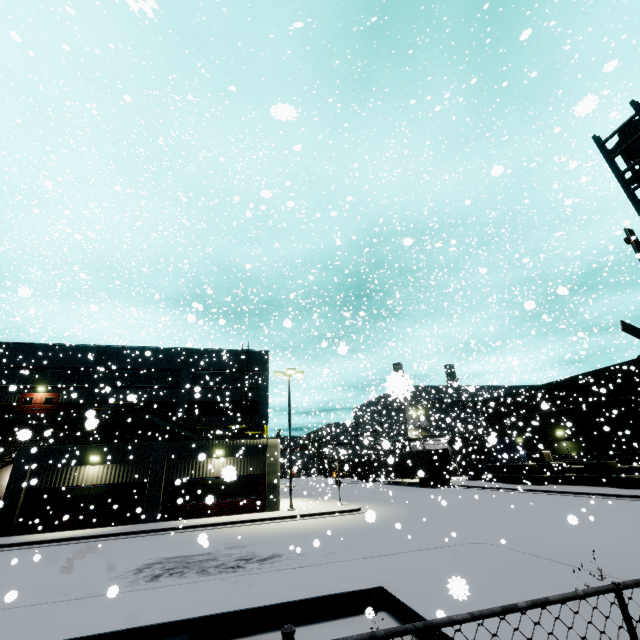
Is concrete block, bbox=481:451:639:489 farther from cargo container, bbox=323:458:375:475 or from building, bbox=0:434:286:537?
cargo container, bbox=323:458:375:475

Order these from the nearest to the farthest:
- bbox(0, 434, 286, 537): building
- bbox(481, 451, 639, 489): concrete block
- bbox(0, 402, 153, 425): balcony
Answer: bbox(0, 434, 286, 537): building
bbox(481, 451, 639, 489): concrete block
bbox(0, 402, 153, 425): balcony

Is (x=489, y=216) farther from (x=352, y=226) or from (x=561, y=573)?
(x=561, y=573)

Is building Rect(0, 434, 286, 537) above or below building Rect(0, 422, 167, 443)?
below

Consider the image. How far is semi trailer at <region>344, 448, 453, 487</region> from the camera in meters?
36.0 m

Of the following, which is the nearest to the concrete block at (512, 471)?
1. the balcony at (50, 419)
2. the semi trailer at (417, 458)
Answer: the semi trailer at (417, 458)

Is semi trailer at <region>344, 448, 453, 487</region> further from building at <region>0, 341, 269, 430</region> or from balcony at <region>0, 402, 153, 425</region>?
balcony at <region>0, 402, 153, 425</region>

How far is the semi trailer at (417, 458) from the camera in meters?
36.0 m
